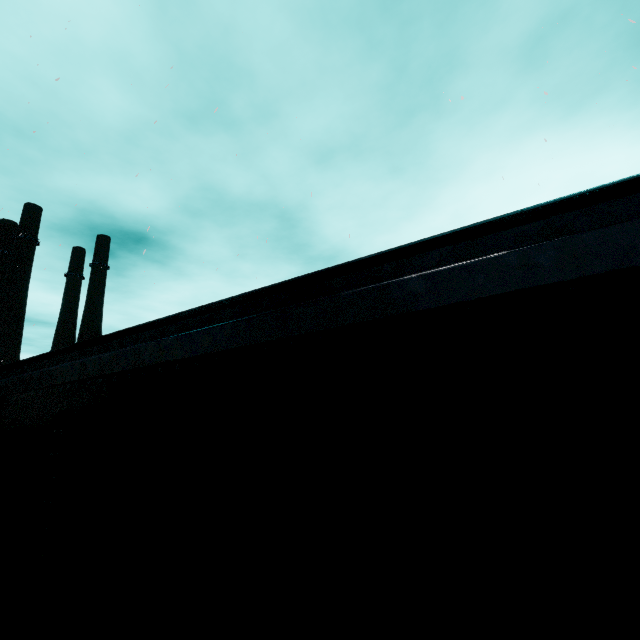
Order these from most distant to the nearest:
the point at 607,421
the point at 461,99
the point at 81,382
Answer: the point at 461,99
the point at 81,382
the point at 607,421
